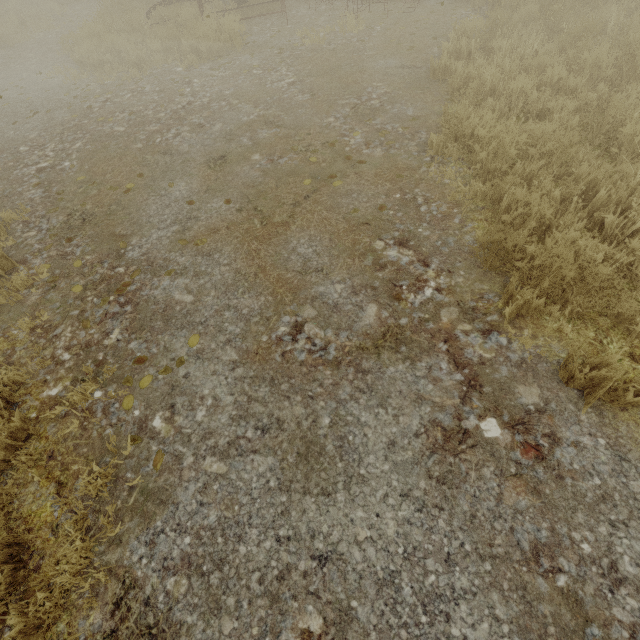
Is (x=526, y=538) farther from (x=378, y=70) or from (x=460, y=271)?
(x=378, y=70)
